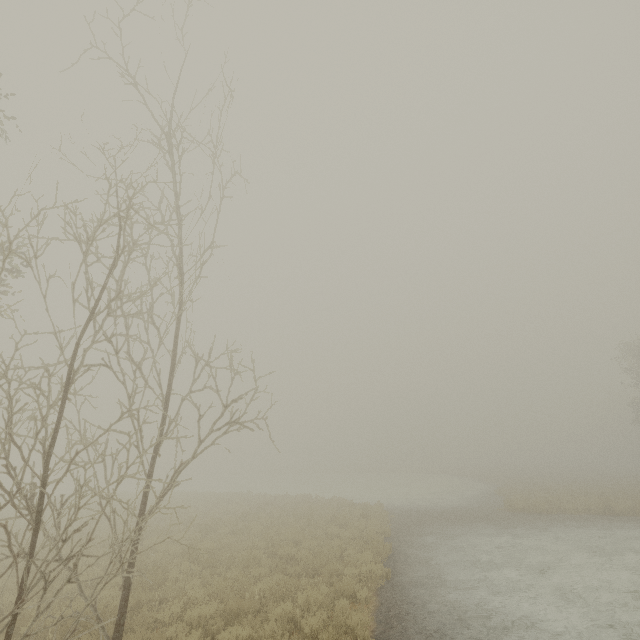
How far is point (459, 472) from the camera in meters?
50.9 m
